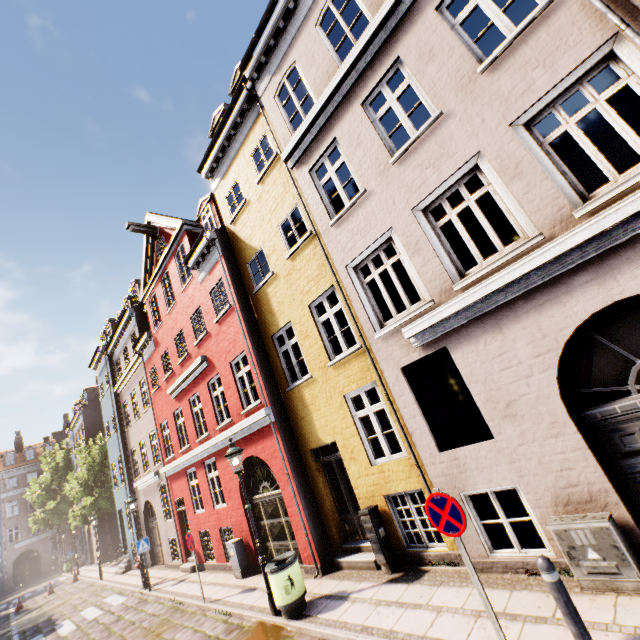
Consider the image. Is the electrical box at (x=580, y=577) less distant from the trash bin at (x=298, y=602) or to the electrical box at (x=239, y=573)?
the trash bin at (x=298, y=602)

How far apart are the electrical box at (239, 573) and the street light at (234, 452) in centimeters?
371cm

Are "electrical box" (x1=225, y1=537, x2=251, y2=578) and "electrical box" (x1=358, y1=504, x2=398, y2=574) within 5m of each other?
no

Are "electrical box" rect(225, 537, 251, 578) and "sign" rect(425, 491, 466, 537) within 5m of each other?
no

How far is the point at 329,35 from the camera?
12.6 meters

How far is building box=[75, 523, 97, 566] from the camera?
28.9m

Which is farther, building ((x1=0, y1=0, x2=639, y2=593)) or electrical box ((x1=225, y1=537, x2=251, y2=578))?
electrical box ((x1=225, y1=537, x2=251, y2=578))

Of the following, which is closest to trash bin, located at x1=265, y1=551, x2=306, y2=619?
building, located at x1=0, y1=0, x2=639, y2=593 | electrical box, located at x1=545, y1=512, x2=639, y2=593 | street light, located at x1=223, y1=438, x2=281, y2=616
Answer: street light, located at x1=223, y1=438, x2=281, y2=616
